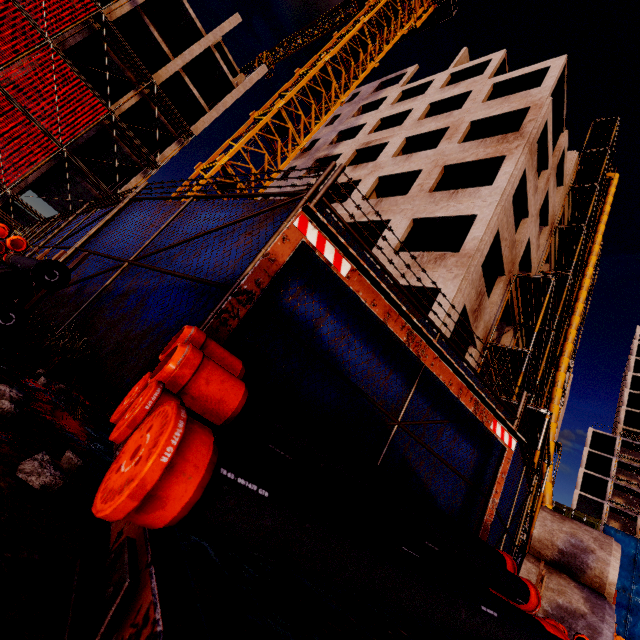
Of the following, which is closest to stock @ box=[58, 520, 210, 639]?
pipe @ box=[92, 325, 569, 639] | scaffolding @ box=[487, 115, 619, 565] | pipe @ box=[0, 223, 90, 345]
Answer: pipe @ box=[92, 325, 569, 639]

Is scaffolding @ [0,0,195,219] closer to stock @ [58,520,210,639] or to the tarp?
stock @ [58,520,210,639]

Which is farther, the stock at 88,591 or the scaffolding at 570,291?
the scaffolding at 570,291

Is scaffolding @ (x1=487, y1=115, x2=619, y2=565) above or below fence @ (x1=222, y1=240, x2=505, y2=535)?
above

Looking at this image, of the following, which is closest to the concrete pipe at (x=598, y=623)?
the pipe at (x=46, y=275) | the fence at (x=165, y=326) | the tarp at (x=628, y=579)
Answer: the fence at (x=165, y=326)

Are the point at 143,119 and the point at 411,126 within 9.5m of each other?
no

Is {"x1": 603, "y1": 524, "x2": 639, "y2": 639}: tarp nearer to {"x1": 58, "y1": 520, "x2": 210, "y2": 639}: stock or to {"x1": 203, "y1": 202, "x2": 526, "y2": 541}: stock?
{"x1": 203, "y1": 202, "x2": 526, "y2": 541}: stock

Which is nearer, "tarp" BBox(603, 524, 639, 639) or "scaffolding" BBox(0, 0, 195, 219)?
"scaffolding" BBox(0, 0, 195, 219)
